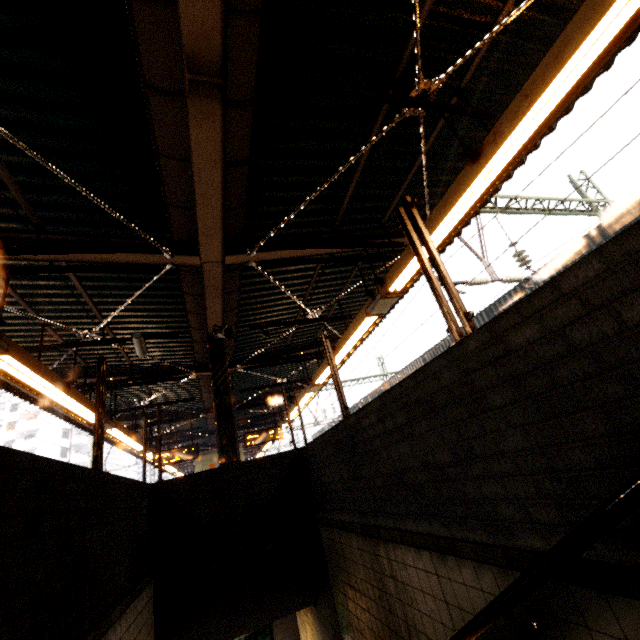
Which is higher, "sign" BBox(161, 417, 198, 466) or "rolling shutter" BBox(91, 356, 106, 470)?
"sign" BBox(161, 417, 198, 466)

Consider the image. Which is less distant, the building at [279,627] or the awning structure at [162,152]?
the awning structure at [162,152]

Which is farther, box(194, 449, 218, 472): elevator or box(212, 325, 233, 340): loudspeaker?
box(194, 449, 218, 472): elevator

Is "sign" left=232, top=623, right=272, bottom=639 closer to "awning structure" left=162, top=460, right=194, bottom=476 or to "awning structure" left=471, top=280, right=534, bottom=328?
"awning structure" left=162, top=460, right=194, bottom=476

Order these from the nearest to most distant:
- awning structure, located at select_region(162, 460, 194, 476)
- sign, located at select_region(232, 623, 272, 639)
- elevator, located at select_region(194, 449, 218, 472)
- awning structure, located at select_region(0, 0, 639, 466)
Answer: awning structure, located at select_region(0, 0, 639, 466)
sign, located at select_region(232, 623, 272, 639)
elevator, located at select_region(194, 449, 218, 472)
awning structure, located at select_region(162, 460, 194, 476)

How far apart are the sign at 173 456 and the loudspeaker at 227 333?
7.3 meters

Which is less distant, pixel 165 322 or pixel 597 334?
pixel 597 334

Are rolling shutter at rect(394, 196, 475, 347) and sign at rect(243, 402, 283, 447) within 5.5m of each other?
no
